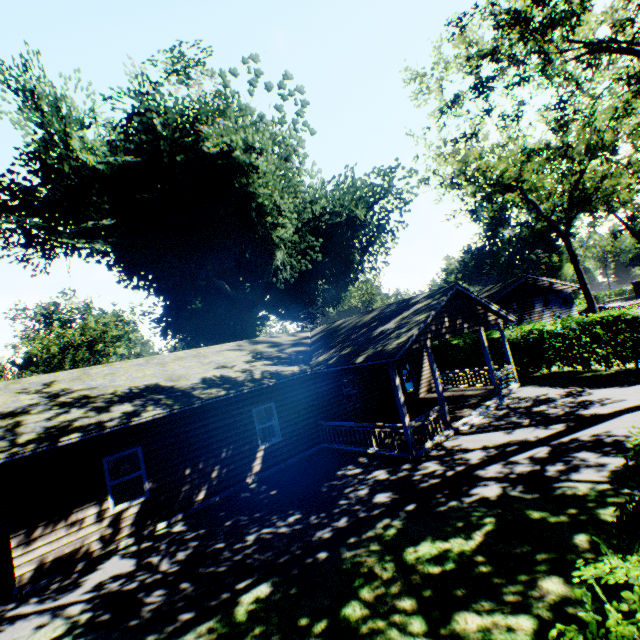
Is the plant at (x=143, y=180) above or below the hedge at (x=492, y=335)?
above

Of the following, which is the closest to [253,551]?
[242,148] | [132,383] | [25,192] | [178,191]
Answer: [132,383]

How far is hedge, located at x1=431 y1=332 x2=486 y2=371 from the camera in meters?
22.2

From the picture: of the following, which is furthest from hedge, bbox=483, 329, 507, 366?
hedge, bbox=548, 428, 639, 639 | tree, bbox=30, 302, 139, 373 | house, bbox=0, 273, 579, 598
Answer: tree, bbox=30, 302, 139, 373

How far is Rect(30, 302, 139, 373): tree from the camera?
42.06m

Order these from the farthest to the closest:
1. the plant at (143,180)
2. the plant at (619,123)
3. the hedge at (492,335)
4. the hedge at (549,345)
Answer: the hedge at (492,335)
the plant at (143,180)
the hedge at (549,345)
the plant at (619,123)

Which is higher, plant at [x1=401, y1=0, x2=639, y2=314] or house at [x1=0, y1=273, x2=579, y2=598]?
plant at [x1=401, y1=0, x2=639, y2=314]

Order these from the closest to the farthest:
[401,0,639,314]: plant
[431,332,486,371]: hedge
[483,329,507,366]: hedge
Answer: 1. [401,0,639,314]: plant
2. [483,329,507,366]: hedge
3. [431,332,486,371]: hedge
